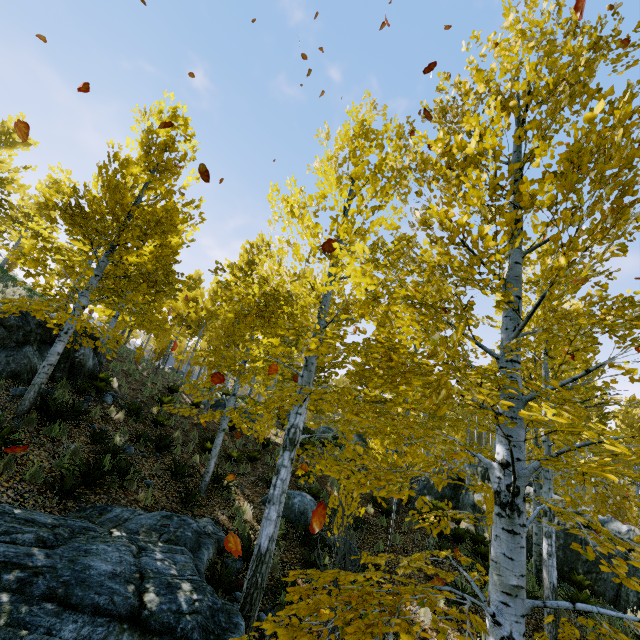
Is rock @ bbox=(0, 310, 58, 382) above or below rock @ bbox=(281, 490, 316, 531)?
above

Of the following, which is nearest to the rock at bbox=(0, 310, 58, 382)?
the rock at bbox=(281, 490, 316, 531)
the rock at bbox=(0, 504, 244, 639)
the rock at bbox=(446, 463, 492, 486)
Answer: the rock at bbox=(0, 504, 244, 639)

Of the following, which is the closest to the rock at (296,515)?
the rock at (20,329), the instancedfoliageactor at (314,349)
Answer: the instancedfoliageactor at (314,349)

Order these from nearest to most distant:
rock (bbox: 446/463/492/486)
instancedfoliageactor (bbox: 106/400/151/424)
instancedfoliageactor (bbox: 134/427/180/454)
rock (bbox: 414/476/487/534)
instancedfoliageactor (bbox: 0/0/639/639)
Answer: instancedfoliageactor (bbox: 0/0/639/639) < instancedfoliageactor (bbox: 134/427/180/454) < instancedfoliageactor (bbox: 106/400/151/424) < rock (bbox: 414/476/487/534) < rock (bbox: 446/463/492/486)

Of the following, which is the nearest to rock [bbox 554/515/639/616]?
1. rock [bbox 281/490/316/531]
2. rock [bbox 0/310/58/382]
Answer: rock [bbox 281/490/316/531]

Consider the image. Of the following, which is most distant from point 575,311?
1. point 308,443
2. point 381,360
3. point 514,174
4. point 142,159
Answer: point 308,443

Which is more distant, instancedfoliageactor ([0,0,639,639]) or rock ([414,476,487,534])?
rock ([414,476,487,534])

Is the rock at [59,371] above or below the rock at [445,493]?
above
